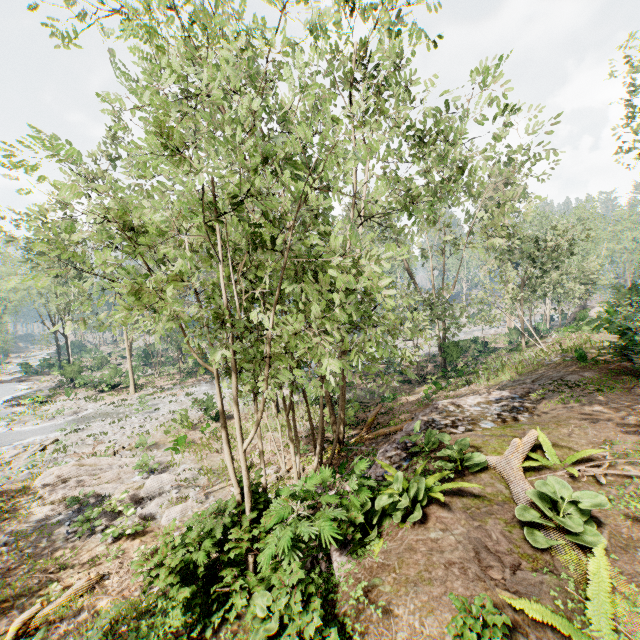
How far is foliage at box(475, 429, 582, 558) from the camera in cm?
462

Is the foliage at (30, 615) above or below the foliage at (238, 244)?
below

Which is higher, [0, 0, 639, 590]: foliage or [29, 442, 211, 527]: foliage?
[0, 0, 639, 590]: foliage

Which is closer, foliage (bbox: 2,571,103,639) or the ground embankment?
the ground embankment

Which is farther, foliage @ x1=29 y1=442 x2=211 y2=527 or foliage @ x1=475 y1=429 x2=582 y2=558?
foliage @ x1=29 y1=442 x2=211 y2=527

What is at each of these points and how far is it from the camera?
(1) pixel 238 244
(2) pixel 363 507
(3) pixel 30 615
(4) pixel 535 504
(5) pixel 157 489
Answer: (1) foliage, 7.7 meters
(2) ground embankment, 5.7 meters
(3) foliage, 7.4 meters
(4) foliage, 5.5 meters
(5) foliage, 14.2 meters

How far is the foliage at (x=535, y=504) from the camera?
4.6 meters
